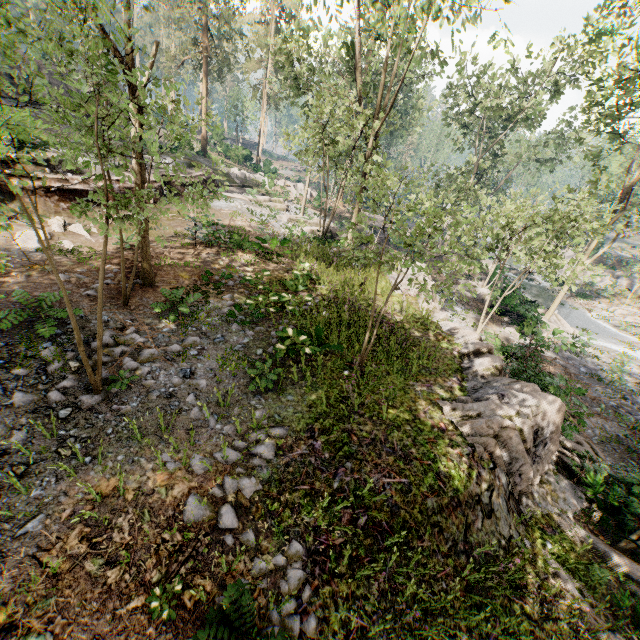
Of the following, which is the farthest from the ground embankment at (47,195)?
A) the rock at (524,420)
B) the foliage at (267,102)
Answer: the rock at (524,420)

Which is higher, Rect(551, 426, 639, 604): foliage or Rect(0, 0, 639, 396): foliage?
Rect(0, 0, 639, 396): foliage

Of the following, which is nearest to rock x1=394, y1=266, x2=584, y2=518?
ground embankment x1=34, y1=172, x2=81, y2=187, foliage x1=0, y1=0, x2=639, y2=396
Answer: foliage x1=0, y1=0, x2=639, y2=396

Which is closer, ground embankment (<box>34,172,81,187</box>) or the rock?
the rock

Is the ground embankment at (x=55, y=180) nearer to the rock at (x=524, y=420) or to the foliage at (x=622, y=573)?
the foliage at (x=622, y=573)

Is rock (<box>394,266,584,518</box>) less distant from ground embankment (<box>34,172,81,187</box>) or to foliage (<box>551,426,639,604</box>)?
foliage (<box>551,426,639,604</box>)

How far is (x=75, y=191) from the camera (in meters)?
15.91
